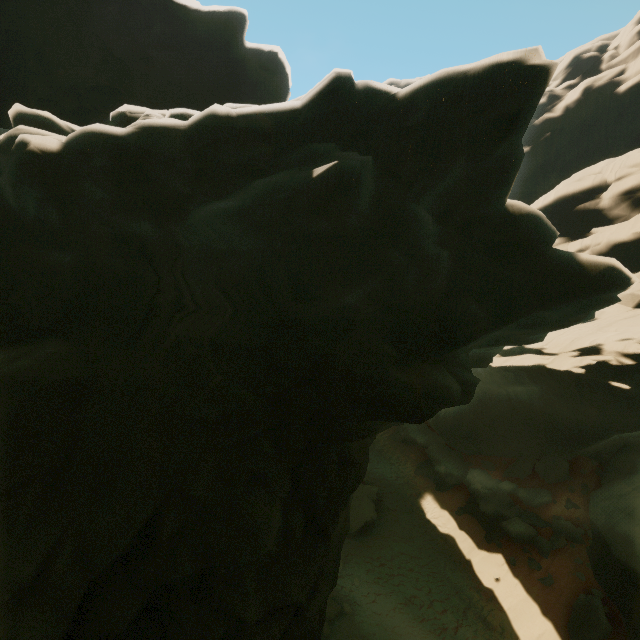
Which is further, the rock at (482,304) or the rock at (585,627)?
the rock at (585,627)

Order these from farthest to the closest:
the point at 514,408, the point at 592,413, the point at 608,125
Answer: the point at 608,125
the point at 514,408
the point at 592,413

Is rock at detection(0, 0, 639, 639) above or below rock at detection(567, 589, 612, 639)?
above

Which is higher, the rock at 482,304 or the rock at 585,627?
the rock at 482,304

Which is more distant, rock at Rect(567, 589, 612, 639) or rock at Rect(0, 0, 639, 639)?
rock at Rect(567, 589, 612, 639)
